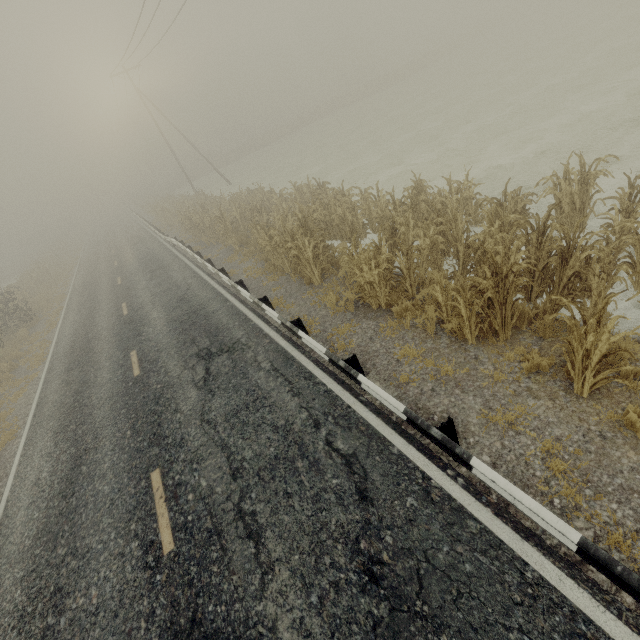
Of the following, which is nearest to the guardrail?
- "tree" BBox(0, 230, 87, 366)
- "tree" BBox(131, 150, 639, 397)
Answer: "tree" BBox(131, 150, 639, 397)

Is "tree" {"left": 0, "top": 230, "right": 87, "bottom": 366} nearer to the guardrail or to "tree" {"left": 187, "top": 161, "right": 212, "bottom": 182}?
"tree" {"left": 187, "top": 161, "right": 212, "bottom": 182}

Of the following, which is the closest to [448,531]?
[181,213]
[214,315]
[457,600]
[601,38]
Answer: [457,600]

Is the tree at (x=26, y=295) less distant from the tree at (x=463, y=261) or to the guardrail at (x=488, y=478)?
the tree at (x=463, y=261)

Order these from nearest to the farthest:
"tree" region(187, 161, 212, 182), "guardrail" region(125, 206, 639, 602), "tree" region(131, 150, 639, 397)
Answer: "guardrail" region(125, 206, 639, 602) < "tree" region(131, 150, 639, 397) < "tree" region(187, 161, 212, 182)

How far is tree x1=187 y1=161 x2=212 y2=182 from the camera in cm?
5561

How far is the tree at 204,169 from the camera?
55.6m
